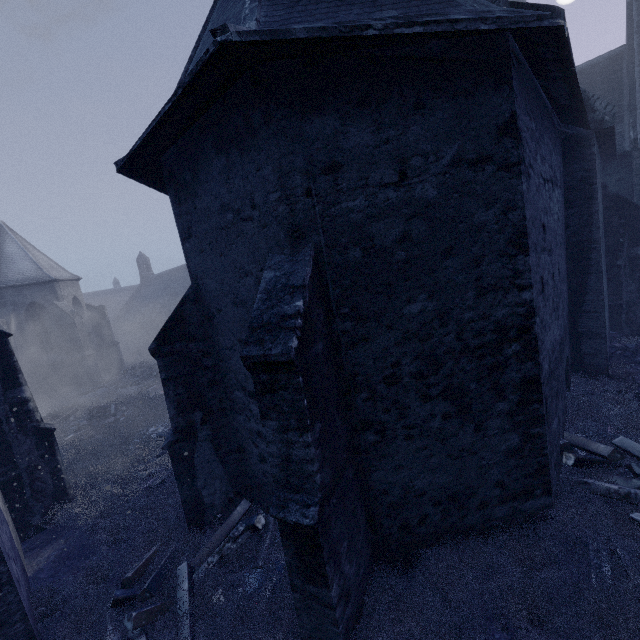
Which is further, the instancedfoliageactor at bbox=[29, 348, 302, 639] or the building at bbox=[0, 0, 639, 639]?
the instancedfoliageactor at bbox=[29, 348, 302, 639]

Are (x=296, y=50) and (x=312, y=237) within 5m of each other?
yes

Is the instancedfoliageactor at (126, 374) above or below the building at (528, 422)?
below

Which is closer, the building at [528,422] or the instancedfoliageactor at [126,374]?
the building at [528,422]

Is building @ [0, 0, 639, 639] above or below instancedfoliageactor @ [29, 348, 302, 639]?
above
